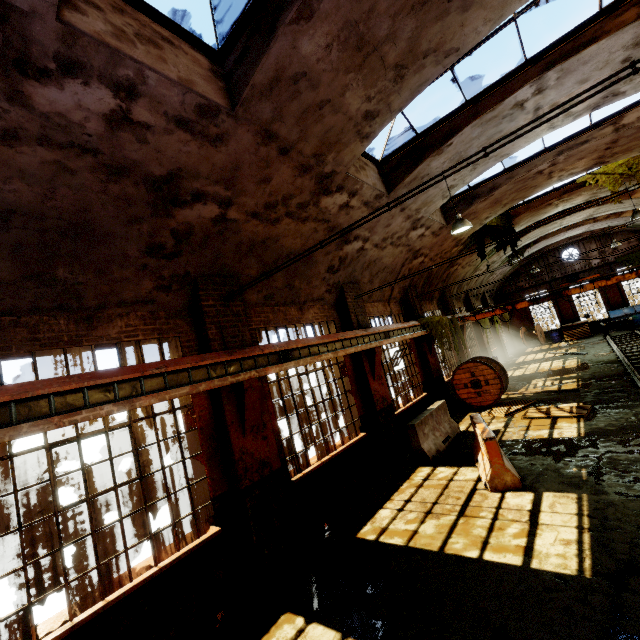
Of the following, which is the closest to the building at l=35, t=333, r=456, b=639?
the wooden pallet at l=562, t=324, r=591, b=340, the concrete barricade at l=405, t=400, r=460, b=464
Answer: the concrete barricade at l=405, t=400, r=460, b=464

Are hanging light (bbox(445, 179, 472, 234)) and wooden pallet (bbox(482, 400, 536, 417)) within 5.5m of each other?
no

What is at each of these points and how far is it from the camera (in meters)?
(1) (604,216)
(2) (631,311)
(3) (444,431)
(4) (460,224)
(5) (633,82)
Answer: (1) building, 20.75
(2) dumpster, 23.48
(3) concrete barricade, 9.85
(4) hanging light, 8.56
(5) building, 7.21

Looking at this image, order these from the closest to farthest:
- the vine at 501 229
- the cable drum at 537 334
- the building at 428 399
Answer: the building at 428 399 < the vine at 501 229 < the cable drum at 537 334

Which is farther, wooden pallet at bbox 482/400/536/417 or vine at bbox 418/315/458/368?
vine at bbox 418/315/458/368

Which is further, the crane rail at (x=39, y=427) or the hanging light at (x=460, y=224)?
the hanging light at (x=460, y=224)

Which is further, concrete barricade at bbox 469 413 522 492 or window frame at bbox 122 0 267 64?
concrete barricade at bbox 469 413 522 492

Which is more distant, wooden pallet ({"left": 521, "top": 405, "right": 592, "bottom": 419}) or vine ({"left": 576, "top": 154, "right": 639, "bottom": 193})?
vine ({"left": 576, "top": 154, "right": 639, "bottom": 193})
